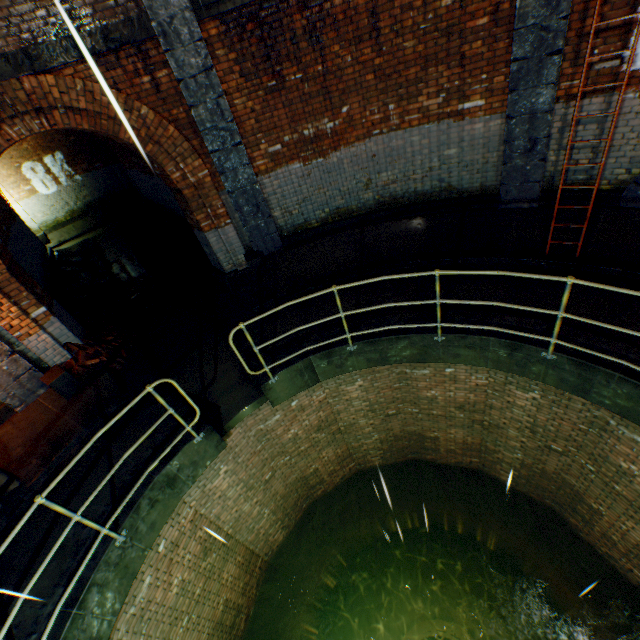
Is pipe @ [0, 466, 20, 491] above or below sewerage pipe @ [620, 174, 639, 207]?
below

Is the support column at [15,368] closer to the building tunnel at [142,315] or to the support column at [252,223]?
the building tunnel at [142,315]

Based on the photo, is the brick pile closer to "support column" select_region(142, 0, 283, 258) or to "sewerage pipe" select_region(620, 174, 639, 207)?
"support column" select_region(142, 0, 283, 258)

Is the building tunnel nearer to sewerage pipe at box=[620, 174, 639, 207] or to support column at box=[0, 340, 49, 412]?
support column at box=[0, 340, 49, 412]

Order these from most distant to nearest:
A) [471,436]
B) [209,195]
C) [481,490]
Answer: [481,490] < [471,436] < [209,195]

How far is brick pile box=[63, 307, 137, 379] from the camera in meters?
6.3 m

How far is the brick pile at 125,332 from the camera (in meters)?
6.30

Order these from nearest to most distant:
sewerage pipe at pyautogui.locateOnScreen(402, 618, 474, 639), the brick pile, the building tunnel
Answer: the brick pile, the building tunnel, sewerage pipe at pyautogui.locateOnScreen(402, 618, 474, 639)
